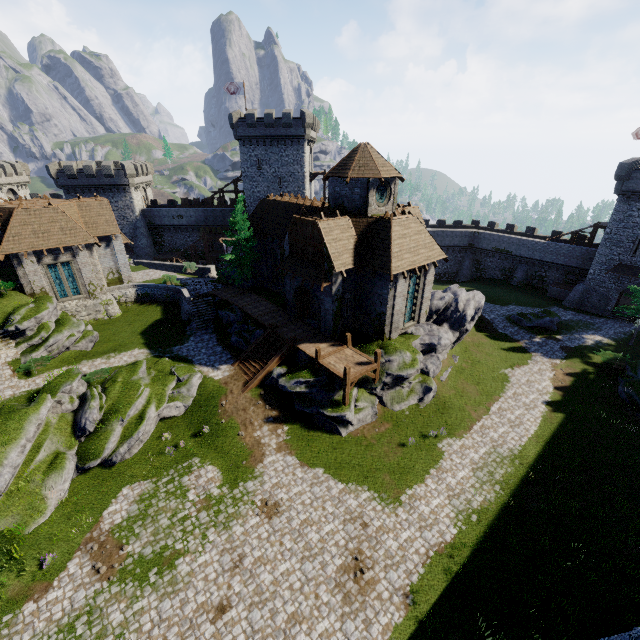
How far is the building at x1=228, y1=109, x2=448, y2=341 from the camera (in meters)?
23.36

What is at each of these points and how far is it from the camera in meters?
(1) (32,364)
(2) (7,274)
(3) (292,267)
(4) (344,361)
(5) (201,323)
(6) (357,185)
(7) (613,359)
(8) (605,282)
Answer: (1) bush, 23.8 m
(2) bush, 28.8 m
(3) awning, 25.9 m
(4) walkway, 23.2 m
(5) stairs, 31.6 m
(6) building, 23.8 m
(7) bush, 29.5 m
(8) building, 38.9 m

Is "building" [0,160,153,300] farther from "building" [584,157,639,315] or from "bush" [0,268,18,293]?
"building" [584,157,639,315]

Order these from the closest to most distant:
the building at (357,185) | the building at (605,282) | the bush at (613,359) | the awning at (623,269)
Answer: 1. the building at (357,185)
2. the bush at (613,359)
3. the building at (605,282)
4. the awning at (623,269)

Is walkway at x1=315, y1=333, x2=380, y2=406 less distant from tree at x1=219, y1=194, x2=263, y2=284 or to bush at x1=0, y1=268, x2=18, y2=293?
tree at x1=219, y1=194, x2=263, y2=284

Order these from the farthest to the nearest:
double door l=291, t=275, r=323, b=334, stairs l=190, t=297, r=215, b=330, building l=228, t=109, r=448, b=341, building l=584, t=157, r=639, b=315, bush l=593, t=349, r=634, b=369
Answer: A: building l=584, t=157, r=639, b=315 → stairs l=190, t=297, r=215, b=330 → bush l=593, t=349, r=634, b=369 → double door l=291, t=275, r=323, b=334 → building l=228, t=109, r=448, b=341

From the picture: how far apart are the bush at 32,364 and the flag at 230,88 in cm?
3991

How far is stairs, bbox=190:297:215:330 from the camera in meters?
31.5
